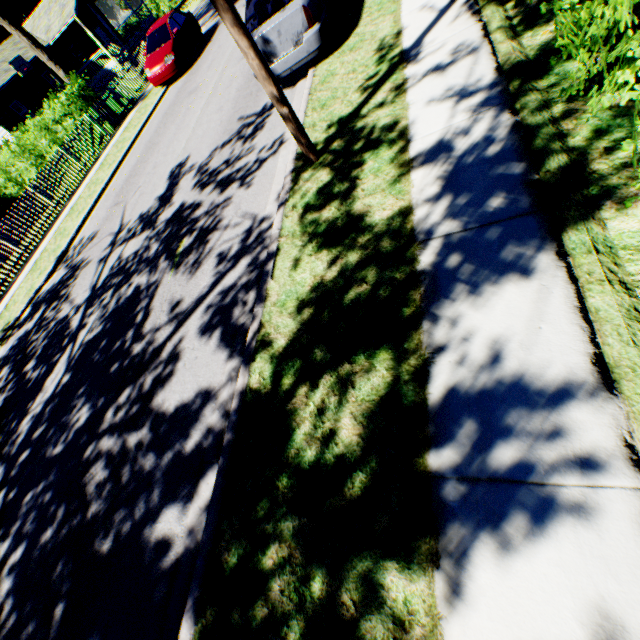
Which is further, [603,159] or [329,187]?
[329,187]

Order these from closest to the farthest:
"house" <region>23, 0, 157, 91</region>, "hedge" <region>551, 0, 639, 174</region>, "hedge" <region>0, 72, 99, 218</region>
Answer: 1. "hedge" <region>551, 0, 639, 174</region>
2. "hedge" <region>0, 72, 99, 218</region>
3. "house" <region>23, 0, 157, 91</region>

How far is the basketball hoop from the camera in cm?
2528

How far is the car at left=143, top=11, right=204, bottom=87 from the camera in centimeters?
1423cm

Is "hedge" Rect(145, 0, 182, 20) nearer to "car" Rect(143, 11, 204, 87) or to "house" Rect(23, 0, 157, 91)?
"house" Rect(23, 0, 157, 91)

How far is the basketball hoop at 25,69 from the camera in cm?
2528

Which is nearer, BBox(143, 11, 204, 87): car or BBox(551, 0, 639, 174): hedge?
BBox(551, 0, 639, 174): hedge

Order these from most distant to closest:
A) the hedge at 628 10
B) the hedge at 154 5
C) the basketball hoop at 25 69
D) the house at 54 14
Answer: the hedge at 154 5 < the house at 54 14 < the basketball hoop at 25 69 < the hedge at 628 10
